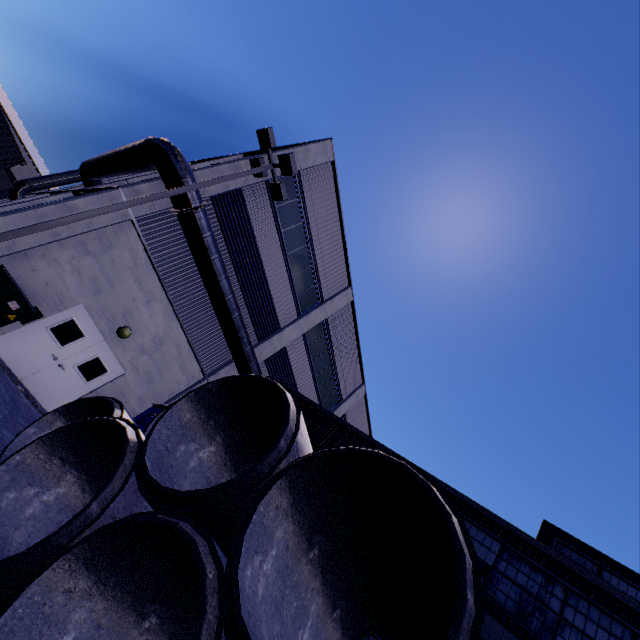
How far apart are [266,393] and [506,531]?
8.4 meters

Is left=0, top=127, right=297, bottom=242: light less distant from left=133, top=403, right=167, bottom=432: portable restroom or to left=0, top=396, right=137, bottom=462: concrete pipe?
left=0, top=396, right=137, bottom=462: concrete pipe

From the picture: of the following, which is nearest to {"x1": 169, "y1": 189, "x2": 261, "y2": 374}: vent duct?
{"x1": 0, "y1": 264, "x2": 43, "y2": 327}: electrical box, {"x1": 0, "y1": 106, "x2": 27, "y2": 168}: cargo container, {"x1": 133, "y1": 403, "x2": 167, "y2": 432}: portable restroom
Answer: {"x1": 0, "y1": 106, "x2": 27, "y2": 168}: cargo container

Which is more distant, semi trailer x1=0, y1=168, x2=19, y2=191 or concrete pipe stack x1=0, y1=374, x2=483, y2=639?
semi trailer x1=0, y1=168, x2=19, y2=191

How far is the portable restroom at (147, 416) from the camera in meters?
9.2 m

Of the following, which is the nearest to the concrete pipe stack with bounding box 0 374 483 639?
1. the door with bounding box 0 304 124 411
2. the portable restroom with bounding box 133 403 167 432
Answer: the portable restroom with bounding box 133 403 167 432

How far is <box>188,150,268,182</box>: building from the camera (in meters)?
11.89

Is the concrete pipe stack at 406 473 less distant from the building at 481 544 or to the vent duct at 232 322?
the building at 481 544
